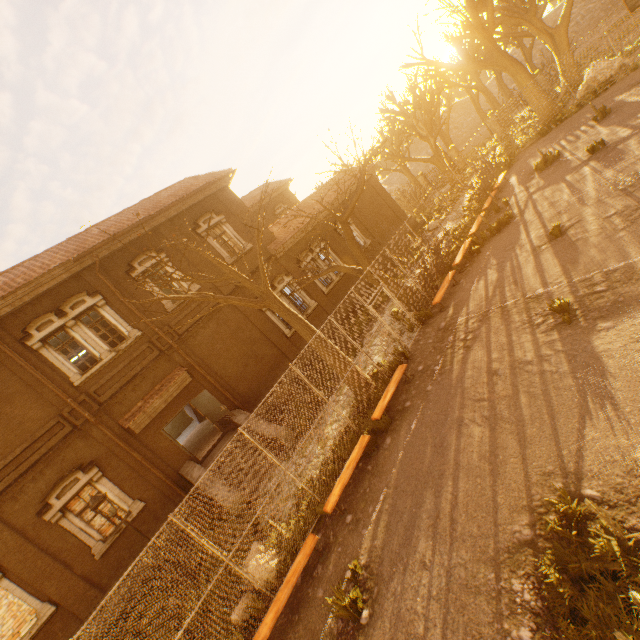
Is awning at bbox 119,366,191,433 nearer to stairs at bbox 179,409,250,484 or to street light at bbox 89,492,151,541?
stairs at bbox 179,409,250,484

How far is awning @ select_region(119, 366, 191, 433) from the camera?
12.70m

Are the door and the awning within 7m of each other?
yes

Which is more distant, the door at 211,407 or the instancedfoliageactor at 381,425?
the door at 211,407

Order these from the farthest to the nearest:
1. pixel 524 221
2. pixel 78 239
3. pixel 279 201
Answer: pixel 279 201, pixel 78 239, pixel 524 221

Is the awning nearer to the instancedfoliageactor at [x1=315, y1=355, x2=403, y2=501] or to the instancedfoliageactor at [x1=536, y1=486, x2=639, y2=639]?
the instancedfoliageactor at [x1=315, y1=355, x2=403, y2=501]

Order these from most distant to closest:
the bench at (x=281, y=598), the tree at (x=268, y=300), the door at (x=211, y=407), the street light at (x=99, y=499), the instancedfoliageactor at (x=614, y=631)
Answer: the door at (x=211, y=407) < the street light at (x=99, y=499) < the tree at (x=268, y=300) < the bench at (x=281, y=598) < the instancedfoliageactor at (x=614, y=631)

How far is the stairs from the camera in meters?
12.0
